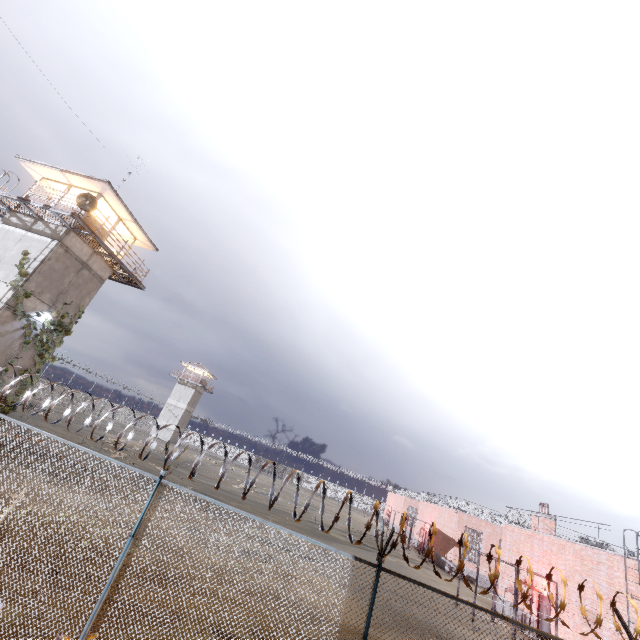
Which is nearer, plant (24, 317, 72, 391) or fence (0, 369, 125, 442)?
fence (0, 369, 125, 442)

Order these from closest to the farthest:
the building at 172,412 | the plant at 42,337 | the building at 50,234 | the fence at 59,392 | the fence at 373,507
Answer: the fence at 373,507 < the fence at 59,392 < the building at 50,234 < the plant at 42,337 < the building at 172,412

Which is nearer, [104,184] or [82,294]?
[104,184]

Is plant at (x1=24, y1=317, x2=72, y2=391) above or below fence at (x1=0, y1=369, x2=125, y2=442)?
above

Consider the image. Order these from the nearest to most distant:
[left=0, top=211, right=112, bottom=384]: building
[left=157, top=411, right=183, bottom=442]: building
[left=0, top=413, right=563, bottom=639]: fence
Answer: [left=0, top=413, right=563, bottom=639]: fence
[left=0, top=211, right=112, bottom=384]: building
[left=157, top=411, right=183, bottom=442]: building

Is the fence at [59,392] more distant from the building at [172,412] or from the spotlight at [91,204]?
the building at [172,412]

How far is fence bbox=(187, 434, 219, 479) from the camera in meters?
5.5

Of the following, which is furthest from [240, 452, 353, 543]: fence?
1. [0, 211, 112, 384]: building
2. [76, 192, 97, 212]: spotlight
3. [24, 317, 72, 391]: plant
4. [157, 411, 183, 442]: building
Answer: [157, 411, 183, 442]: building
